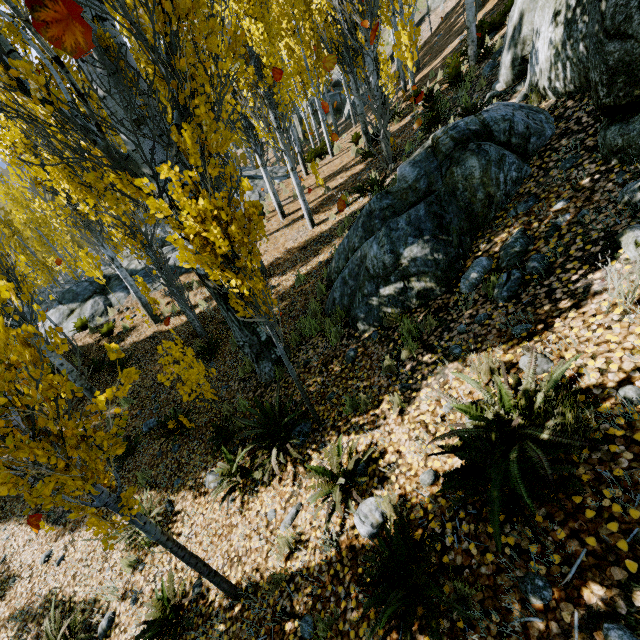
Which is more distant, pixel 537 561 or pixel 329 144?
pixel 329 144

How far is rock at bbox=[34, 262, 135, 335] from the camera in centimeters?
1290cm

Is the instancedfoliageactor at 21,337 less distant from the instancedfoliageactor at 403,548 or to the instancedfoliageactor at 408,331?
the instancedfoliageactor at 403,548

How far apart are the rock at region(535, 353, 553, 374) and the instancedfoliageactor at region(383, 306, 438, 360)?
1.5 meters

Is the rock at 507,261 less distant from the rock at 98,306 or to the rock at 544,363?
the rock at 544,363

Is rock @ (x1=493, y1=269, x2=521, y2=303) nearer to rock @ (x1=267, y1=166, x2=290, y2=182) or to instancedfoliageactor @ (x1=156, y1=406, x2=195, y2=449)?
instancedfoliageactor @ (x1=156, y1=406, x2=195, y2=449)

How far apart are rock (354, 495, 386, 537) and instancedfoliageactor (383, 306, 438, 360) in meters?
2.1 m
